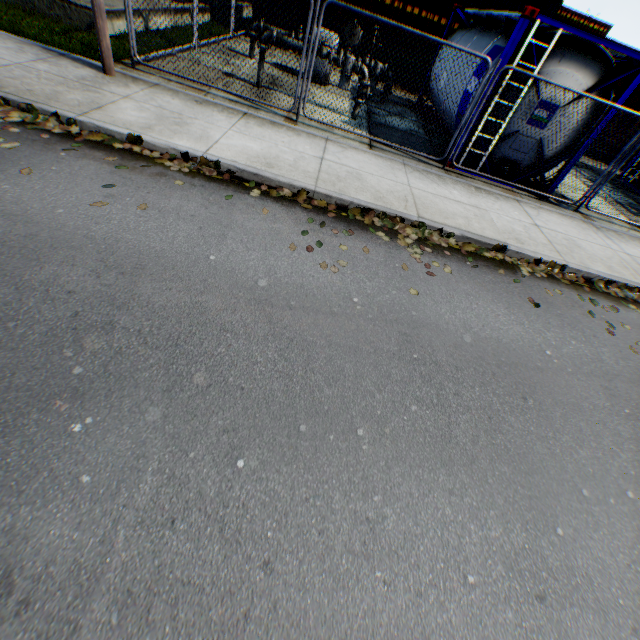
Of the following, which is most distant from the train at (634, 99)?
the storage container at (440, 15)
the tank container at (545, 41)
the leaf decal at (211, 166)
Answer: the leaf decal at (211, 166)

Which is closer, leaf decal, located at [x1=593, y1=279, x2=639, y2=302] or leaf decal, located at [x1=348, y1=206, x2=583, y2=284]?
leaf decal, located at [x1=348, y1=206, x2=583, y2=284]

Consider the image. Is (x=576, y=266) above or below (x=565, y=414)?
above

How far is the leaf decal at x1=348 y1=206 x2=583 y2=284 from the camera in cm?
533

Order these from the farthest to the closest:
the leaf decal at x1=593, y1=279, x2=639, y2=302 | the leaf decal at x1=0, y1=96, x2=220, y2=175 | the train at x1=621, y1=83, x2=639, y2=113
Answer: the train at x1=621, y1=83, x2=639, y2=113, the leaf decal at x1=593, y1=279, x2=639, y2=302, the leaf decal at x1=0, y1=96, x2=220, y2=175

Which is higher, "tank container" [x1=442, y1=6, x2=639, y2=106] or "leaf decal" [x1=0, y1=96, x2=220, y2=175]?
"tank container" [x1=442, y1=6, x2=639, y2=106]

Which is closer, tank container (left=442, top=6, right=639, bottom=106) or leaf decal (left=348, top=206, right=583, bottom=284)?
leaf decal (left=348, top=206, right=583, bottom=284)

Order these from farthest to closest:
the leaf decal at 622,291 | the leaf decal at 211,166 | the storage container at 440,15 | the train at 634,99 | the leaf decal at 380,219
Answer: the train at 634,99, the storage container at 440,15, the leaf decal at 622,291, the leaf decal at 380,219, the leaf decal at 211,166
